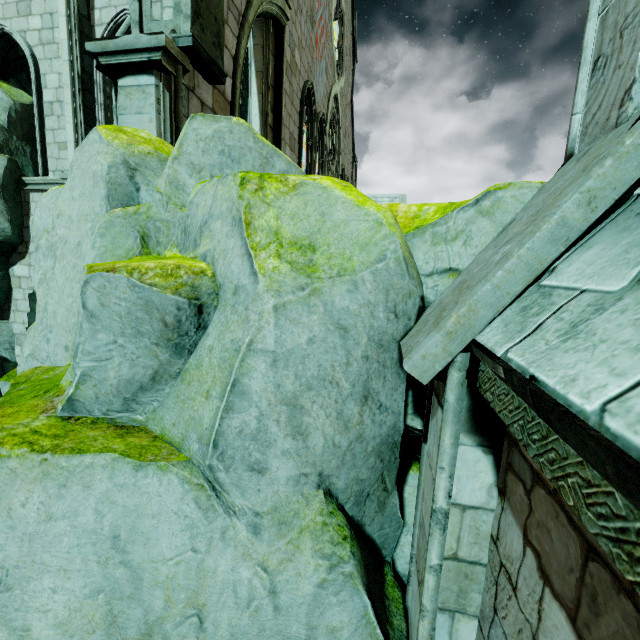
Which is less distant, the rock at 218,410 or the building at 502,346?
the building at 502,346

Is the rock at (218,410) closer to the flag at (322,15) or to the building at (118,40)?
the building at (118,40)

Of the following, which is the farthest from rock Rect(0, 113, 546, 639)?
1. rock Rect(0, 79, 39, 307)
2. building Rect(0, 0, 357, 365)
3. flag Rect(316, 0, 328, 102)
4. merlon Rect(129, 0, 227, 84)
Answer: flag Rect(316, 0, 328, 102)

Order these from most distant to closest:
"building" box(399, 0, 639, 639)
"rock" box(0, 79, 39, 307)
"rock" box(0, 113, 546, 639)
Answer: "rock" box(0, 79, 39, 307) → "rock" box(0, 113, 546, 639) → "building" box(399, 0, 639, 639)

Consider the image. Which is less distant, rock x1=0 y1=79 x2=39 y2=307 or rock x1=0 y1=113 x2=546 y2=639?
rock x1=0 y1=113 x2=546 y2=639

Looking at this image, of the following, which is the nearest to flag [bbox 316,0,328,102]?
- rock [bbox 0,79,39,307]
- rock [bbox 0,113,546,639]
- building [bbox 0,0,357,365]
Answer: building [bbox 0,0,357,365]

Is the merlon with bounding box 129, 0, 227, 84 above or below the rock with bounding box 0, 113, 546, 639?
above

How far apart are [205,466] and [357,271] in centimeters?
167cm
